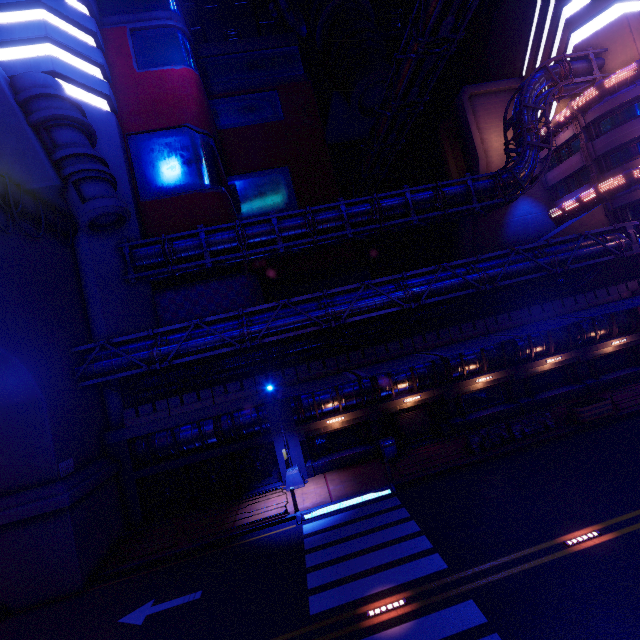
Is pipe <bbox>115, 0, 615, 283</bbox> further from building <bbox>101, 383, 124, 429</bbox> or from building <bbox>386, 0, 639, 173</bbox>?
building <bbox>101, 383, 124, 429</bbox>

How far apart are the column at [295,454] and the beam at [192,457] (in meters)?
0.00

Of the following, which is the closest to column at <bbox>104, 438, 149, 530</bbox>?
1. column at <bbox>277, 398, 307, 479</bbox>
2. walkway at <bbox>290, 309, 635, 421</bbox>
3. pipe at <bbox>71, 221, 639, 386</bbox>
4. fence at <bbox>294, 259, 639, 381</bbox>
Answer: walkway at <bbox>290, 309, 635, 421</bbox>

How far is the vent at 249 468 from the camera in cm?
1873

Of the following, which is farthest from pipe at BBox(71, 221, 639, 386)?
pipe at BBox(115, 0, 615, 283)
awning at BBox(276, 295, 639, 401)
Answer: pipe at BBox(115, 0, 615, 283)

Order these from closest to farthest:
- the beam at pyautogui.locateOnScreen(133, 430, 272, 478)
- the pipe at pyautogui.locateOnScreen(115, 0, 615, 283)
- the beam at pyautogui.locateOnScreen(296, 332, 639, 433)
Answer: the beam at pyautogui.locateOnScreen(133, 430, 272, 478) < the beam at pyautogui.locateOnScreen(296, 332, 639, 433) < the pipe at pyautogui.locateOnScreen(115, 0, 615, 283)

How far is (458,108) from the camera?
32.7m

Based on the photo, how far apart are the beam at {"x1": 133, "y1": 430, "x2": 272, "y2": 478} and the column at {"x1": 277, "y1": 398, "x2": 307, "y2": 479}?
0.00m
